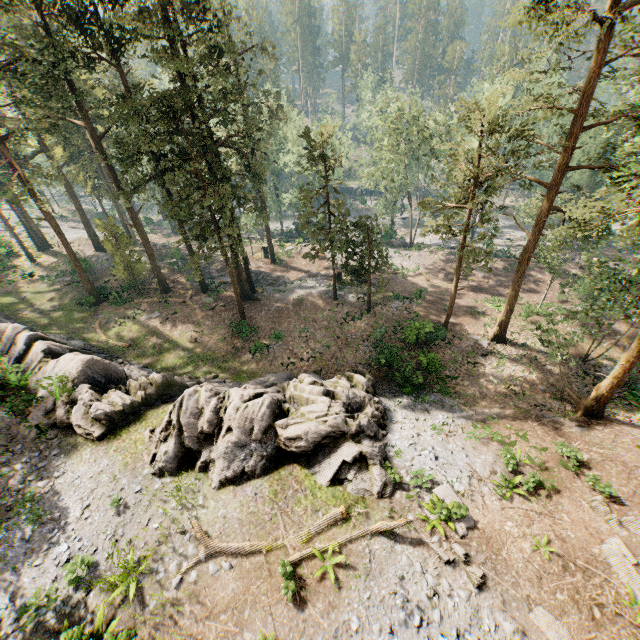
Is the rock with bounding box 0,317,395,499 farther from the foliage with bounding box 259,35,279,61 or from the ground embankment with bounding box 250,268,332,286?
the ground embankment with bounding box 250,268,332,286

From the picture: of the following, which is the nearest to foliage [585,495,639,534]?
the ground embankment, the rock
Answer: the ground embankment

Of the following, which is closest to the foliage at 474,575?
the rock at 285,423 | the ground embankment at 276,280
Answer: the ground embankment at 276,280

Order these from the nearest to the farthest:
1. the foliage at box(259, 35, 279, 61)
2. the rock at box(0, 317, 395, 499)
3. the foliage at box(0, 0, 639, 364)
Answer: the rock at box(0, 317, 395, 499) → the foliage at box(0, 0, 639, 364) → the foliage at box(259, 35, 279, 61)

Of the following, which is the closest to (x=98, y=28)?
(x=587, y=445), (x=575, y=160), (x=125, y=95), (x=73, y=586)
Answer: (x=125, y=95)

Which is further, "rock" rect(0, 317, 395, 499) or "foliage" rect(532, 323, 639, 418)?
"foliage" rect(532, 323, 639, 418)
